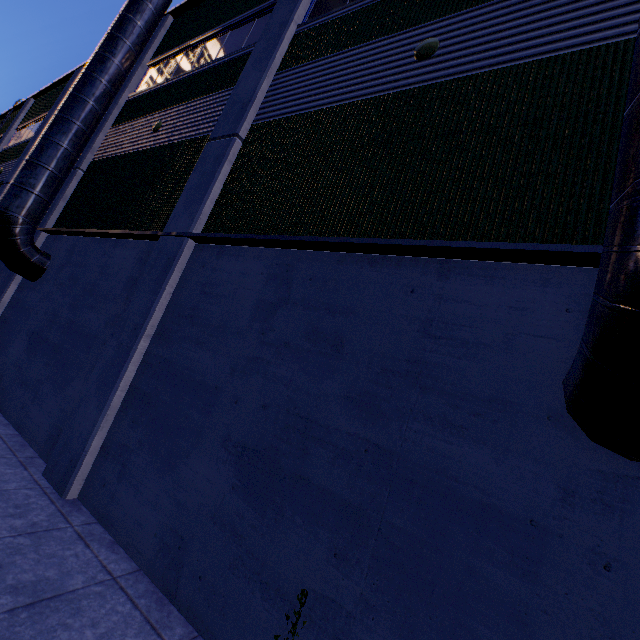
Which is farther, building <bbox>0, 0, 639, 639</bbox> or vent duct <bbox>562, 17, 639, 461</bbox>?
building <bbox>0, 0, 639, 639</bbox>

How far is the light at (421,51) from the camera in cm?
514

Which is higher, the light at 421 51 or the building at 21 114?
the building at 21 114

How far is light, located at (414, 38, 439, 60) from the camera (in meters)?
5.14

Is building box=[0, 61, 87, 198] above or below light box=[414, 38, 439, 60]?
above

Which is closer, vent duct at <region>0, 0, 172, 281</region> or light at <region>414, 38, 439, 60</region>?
light at <region>414, 38, 439, 60</region>

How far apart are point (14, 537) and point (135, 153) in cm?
973
